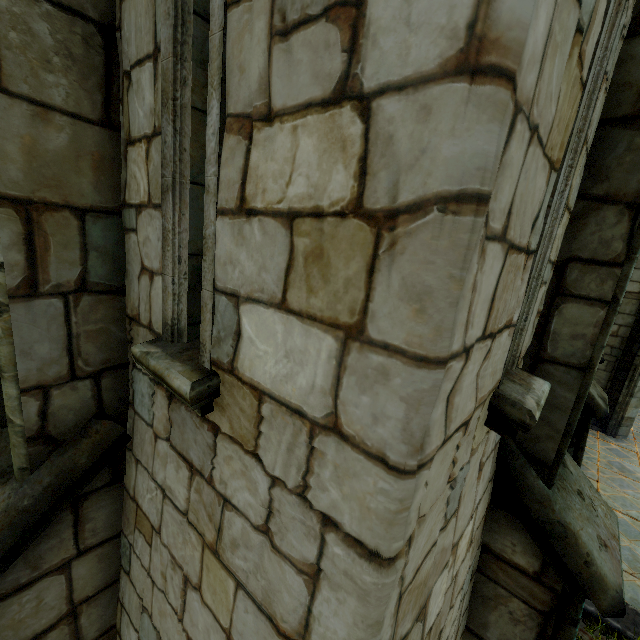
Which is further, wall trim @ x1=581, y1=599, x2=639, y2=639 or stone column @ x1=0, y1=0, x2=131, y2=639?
wall trim @ x1=581, y1=599, x2=639, y2=639

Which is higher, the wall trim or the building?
the building

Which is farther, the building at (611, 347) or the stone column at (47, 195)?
the building at (611, 347)

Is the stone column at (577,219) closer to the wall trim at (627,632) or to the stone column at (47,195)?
the stone column at (47,195)

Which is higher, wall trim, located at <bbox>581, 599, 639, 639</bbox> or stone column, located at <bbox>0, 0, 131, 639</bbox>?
stone column, located at <bbox>0, 0, 131, 639</bbox>

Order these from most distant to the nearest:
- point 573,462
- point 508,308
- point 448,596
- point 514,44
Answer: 1. point 573,462
2. point 448,596
3. point 508,308
4. point 514,44

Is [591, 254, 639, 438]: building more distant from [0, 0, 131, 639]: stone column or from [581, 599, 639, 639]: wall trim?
[0, 0, 131, 639]: stone column

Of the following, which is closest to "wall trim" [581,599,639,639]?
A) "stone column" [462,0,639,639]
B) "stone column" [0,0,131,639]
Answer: Result: "stone column" [462,0,639,639]
